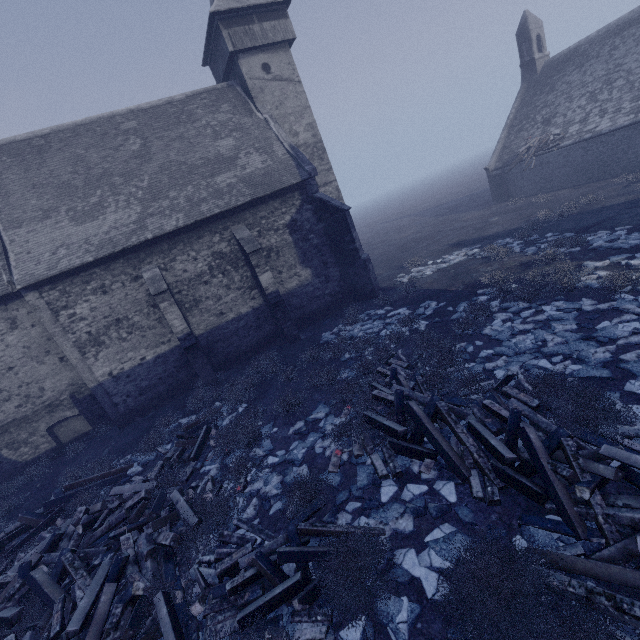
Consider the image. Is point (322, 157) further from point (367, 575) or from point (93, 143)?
point (367, 575)

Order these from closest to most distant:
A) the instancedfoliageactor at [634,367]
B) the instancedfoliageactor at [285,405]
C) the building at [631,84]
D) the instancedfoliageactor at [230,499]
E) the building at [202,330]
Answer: the instancedfoliageactor at [230,499] < the instancedfoliageactor at [634,367] < the instancedfoliageactor at [285,405] < the building at [202,330] < the building at [631,84]

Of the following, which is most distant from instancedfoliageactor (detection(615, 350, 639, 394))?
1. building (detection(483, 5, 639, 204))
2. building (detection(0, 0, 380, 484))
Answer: building (detection(483, 5, 639, 204))

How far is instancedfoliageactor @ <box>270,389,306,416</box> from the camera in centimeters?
962cm

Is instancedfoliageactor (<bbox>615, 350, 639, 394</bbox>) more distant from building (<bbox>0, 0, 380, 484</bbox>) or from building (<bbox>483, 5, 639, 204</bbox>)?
building (<bbox>483, 5, 639, 204</bbox>)

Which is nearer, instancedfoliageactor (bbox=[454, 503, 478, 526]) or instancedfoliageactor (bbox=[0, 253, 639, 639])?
instancedfoliageactor (bbox=[0, 253, 639, 639])

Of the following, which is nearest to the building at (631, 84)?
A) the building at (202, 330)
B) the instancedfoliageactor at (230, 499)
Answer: the instancedfoliageactor at (230, 499)
